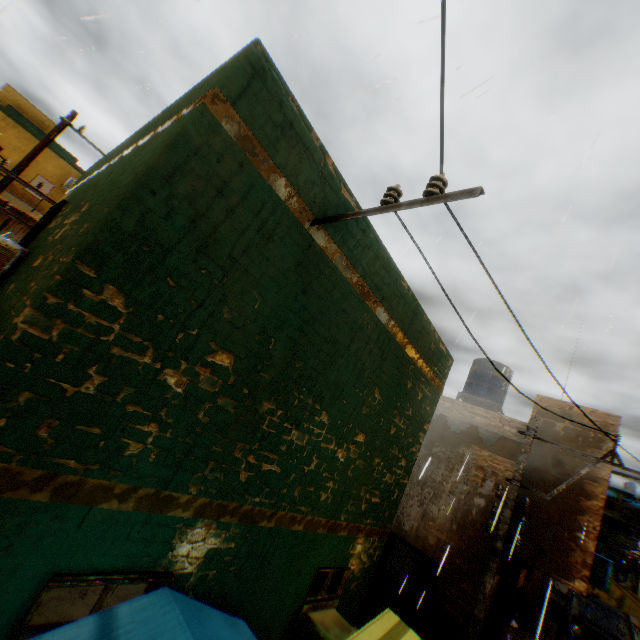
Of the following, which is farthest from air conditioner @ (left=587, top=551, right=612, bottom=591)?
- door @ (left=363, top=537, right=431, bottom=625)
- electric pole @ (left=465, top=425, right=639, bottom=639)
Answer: door @ (left=363, top=537, right=431, bottom=625)

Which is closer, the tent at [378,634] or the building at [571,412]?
the tent at [378,634]

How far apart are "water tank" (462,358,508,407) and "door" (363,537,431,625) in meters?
6.5 m

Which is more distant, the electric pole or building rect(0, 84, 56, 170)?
building rect(0, 84, 56, 170)

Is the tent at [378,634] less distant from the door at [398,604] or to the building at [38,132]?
the building at [38,132]

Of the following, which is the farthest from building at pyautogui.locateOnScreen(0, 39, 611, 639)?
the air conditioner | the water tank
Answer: the water tank

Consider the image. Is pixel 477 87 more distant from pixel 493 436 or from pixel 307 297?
pixel 493 436

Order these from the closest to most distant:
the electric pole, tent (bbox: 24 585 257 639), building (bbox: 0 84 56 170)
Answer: tent (bbox: 24 585 257 639)
the electric pole
building (bbox: 0 84 56 170)
